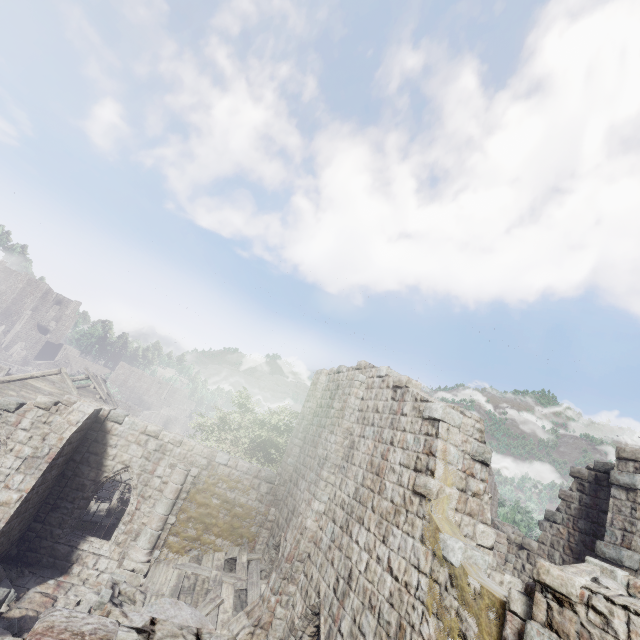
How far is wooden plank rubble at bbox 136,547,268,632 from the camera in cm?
1148

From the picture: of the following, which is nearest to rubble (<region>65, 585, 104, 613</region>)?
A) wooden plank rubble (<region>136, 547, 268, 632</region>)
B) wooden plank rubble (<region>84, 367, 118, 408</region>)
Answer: wooden plank rubble (<region>136, 547, 268, 632</region>)

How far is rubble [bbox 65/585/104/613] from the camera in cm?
1062

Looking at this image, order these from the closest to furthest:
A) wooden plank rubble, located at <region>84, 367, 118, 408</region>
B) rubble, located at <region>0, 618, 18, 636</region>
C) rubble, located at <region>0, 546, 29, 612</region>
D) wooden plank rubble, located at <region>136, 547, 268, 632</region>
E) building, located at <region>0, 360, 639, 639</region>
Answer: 1. building, located at <region>0, 360, 639, 639</region>
2. rubble, located at <region>0, 618, 18, 636</region>
3. rubble, located at <region>0, 546, 29, 612</region>
4. wooden plank rubble, located at <region>136, 547, 268, 632</region>
5. wooden plank rubble, located at <region>84, 367, 118, 408</region>

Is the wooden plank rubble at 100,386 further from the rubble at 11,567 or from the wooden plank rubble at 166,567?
the wooden plank rubble at 166,567

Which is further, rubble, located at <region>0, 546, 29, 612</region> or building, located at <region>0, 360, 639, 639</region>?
rubble, located at <region>0, 546, 29, 612</region>

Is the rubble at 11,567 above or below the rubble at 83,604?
below

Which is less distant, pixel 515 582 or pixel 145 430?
pixel 515 582
